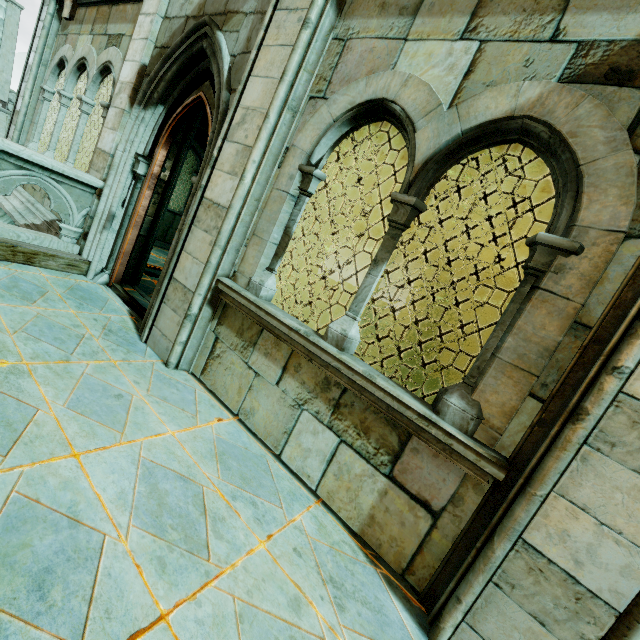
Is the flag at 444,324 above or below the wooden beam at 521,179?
below

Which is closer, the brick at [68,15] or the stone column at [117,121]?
the stone column at [117,121]

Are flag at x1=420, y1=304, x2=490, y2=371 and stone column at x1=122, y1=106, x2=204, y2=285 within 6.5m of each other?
no

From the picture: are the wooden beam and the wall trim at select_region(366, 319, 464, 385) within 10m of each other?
yes

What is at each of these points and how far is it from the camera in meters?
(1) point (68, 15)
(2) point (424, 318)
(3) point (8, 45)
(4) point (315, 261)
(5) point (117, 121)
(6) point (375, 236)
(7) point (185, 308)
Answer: (1) brick, 5.8 m
(2) stone column, 14.7 m
(3) building, 22.0 m
(4) building, 17.5 m
(5) stone column, 4.2 m
(6) stone beam, 16.0 m
(7) stone column, 3.1 m

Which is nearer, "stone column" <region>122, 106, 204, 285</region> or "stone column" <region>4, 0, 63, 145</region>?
"stone column" <region>122, 106, 204, 285</region>

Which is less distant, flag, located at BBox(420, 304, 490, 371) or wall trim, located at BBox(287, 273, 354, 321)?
wall trim, located at BBox(287, 273, 354, 321)

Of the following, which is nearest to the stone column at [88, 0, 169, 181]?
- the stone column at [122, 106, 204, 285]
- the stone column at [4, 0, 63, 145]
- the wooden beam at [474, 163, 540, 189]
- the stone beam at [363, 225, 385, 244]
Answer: the stone column at [122, 106, 204, 285]
